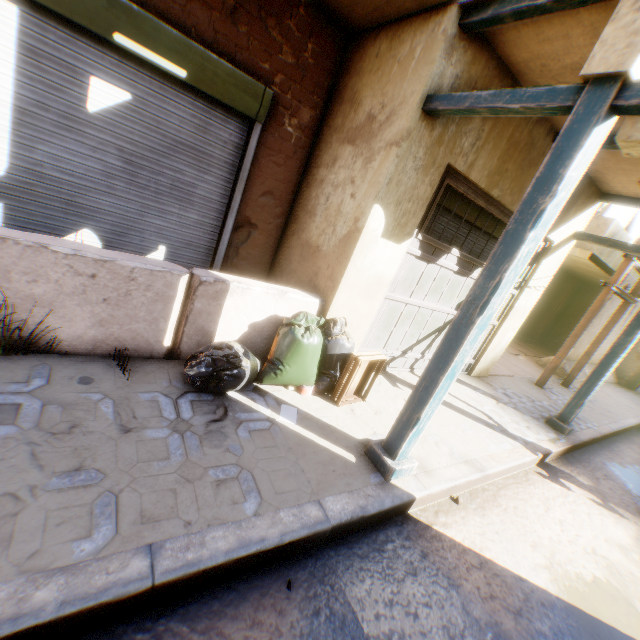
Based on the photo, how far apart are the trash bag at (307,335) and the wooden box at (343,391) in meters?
0.1

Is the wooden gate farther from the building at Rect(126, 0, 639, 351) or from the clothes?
the clothes

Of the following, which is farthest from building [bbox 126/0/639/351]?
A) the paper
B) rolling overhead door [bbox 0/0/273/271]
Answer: the paper

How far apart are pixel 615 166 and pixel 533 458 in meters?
4.2 m

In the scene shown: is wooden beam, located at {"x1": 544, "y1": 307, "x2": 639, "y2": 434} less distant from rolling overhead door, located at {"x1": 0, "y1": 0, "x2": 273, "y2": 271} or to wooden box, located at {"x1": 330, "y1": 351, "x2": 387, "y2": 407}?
rolling overhead door, located at {"x1": 0, "y1": 0, "x2": 273, "y2": 271}

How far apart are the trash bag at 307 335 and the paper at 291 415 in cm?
22

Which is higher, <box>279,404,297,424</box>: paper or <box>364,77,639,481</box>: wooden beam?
<box>364,77,639,481</box>: wooden beam

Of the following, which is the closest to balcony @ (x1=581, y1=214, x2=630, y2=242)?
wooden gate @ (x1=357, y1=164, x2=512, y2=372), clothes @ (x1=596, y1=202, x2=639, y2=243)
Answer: clothes @ (x1=596, y1=202, x2=639, y2=243)
